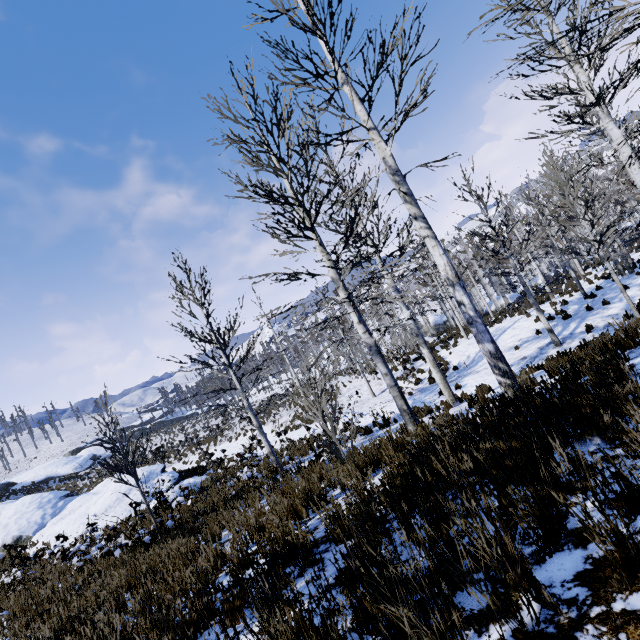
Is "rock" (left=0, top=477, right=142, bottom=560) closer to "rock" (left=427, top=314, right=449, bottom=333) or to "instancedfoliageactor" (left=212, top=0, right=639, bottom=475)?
"instancedfoliageactor" (left=212, top=0, right=639, bottom=475)

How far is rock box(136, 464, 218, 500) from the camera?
14.5m

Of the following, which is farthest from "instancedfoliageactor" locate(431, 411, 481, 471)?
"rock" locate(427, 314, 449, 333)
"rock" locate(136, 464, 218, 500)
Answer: "rock" locate(427, 314, 449, 333)

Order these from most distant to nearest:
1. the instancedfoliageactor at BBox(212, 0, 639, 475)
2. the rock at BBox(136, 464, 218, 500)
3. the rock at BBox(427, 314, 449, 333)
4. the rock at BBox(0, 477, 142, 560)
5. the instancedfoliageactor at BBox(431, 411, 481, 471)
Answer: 1. the rock at BBox(427, 314, 449, 333)
2. the rock at BBox(136, 464, 218, 500)
3. the rock at BBox(0, 477, 142, 560)
4. the instancedfoliageactor at BBox(212, 0, 639, 475)
5. the instancedfoliageactor at BBox(431, 411, 481, 471)

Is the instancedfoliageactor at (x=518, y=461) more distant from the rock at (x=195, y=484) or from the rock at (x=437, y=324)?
the rock at (x=437, y=324)

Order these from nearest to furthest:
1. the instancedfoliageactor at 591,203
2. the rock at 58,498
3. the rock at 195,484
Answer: the instancedfoliageactor at 591,203 → the rock at 58,498 → the rock at 195,484

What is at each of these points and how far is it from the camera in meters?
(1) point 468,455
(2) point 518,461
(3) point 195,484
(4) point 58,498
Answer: (1) instancedfoliageactor, 2.8
(2) instancedfoliageactor, 2.1
(3) rock, 15.4
(4) rock, 17.4
